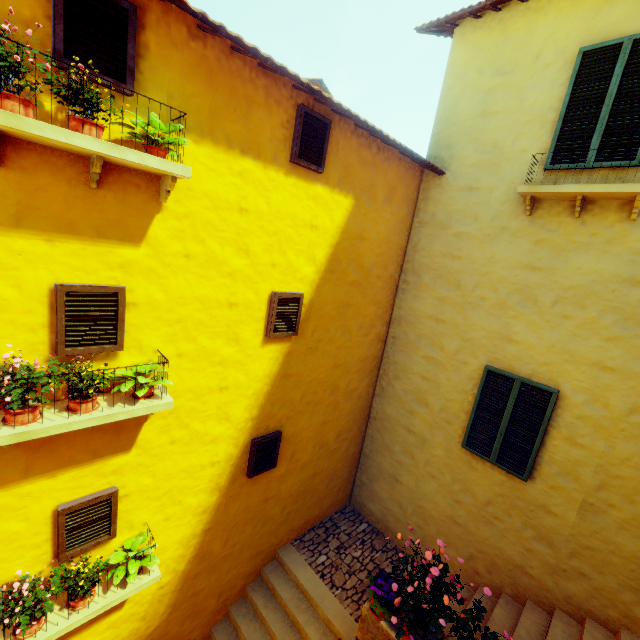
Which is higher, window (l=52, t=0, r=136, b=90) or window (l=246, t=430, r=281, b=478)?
window (l=52, t=0, r=136, b=90)

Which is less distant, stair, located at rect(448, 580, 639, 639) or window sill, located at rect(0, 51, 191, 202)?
window sill, located at rect(0, 51, 191, 202)

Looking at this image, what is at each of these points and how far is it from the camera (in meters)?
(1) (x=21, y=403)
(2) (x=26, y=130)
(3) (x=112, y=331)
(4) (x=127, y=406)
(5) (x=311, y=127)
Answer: (1) flower pot, 2.84
(2) window sill, 2.31
(3) window, 3.39
(4) window sill, 3.40
(5) window, 4.40

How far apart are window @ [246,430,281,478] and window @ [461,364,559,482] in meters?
3.4

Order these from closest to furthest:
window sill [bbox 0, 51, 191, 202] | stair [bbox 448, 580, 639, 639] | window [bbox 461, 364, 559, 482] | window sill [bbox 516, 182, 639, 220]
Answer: window sill [bbox 0, 51, 191, 202], window sill [bbox 516, 182, 639, 220], stair [bbox 448, 580, 639, 639], window [bbox 461, 364, 559, 482]

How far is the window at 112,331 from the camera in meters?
3.1

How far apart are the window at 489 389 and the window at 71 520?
5.6 meters

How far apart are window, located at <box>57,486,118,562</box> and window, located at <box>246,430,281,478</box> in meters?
1.9
